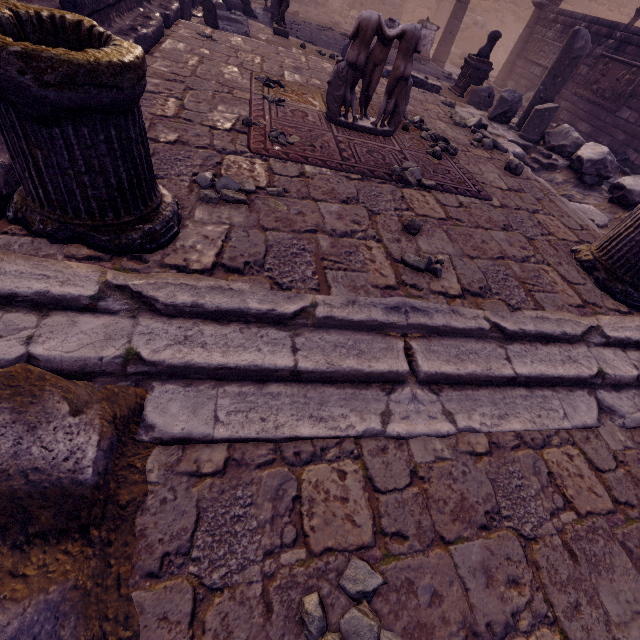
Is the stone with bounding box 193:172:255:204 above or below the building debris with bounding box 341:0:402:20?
below

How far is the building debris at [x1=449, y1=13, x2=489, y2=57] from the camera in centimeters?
1731cm

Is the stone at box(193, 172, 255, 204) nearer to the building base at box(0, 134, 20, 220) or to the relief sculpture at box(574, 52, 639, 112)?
the building base at box(0, 134, 20, 220)

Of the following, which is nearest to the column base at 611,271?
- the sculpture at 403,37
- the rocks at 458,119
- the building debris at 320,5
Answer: the sculpture at 403,37

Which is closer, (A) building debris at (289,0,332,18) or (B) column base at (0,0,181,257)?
(B) column base at (0,0,181,257)

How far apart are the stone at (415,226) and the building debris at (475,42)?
21.41m

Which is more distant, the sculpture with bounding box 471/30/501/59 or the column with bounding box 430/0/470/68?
the column with bounding box 430/0/470/68

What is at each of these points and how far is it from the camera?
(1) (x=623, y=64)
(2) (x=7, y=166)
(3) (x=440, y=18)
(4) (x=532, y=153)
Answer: (1) relief sculpture, 9.38m
(2) building base, 1.76m
(3) wall arch, 18.28m
(4) building debris, 6.58m
